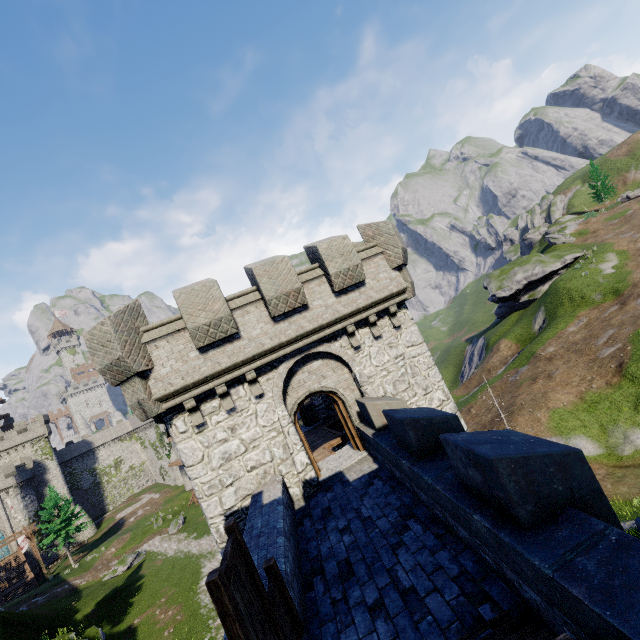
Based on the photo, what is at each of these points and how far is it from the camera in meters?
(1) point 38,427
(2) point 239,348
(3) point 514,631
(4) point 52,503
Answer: (1) building tower, 57.3
(2) building, 10.5
(3) stairs, 3.8
(4) instancedfoliageactor, 44.2

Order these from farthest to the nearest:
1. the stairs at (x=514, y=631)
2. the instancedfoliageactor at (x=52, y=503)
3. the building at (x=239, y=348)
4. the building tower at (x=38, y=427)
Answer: the building tower at (x=38, y=427), the instancedfoliageactor at (x=52, y=503), the building at (x=239, y=348), the stairs at (x=514, y=631)

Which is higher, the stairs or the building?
the building

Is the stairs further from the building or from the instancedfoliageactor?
the instancedfoliageactor

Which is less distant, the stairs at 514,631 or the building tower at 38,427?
the stairs at 514,631

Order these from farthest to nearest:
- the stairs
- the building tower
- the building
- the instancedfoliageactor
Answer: the building tower → the instancedfoliageactor → the building → the stairs

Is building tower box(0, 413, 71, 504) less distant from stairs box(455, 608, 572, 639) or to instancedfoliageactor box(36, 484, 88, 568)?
instancedfoliageactor box(36, 484, 88, 568)

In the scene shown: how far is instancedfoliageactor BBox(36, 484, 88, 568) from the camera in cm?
4306
